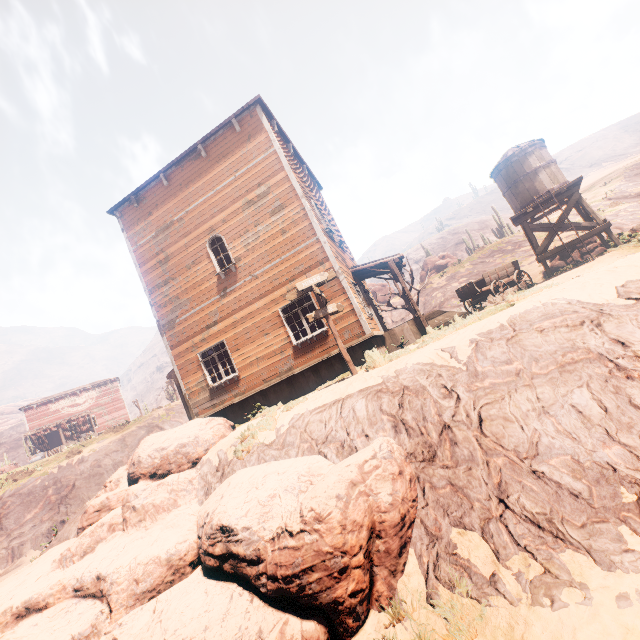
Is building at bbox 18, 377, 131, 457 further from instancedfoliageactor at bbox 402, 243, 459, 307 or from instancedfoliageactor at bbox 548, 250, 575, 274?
instancedfoliageactor at bbox 402, 243, 459, 307

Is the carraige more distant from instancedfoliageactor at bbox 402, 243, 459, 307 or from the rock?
instancedfoliageactor at bbox 402, 243, 459, 307

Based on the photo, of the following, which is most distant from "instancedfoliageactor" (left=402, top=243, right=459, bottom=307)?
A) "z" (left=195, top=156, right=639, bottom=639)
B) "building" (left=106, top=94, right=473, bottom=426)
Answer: "building" (left=106, top=94, right=473, bottom=426)

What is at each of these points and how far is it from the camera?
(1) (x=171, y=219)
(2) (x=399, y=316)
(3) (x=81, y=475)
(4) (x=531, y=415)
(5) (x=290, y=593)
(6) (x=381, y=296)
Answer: (1) building, 13.71m
(2) z, 34.03m
(3) z, 25.70m
(4) z, 4.10m
(5) rock, 3.63m
(6) instancedfoliageactor, 47.53m

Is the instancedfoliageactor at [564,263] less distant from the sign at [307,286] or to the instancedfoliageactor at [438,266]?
the sign at [307,286]

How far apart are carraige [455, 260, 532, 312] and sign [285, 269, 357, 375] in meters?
8.2 m

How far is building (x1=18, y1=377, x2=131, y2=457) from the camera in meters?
38.0 m

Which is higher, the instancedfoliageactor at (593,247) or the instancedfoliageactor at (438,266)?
the instancedfoliageactor at (438,266)
